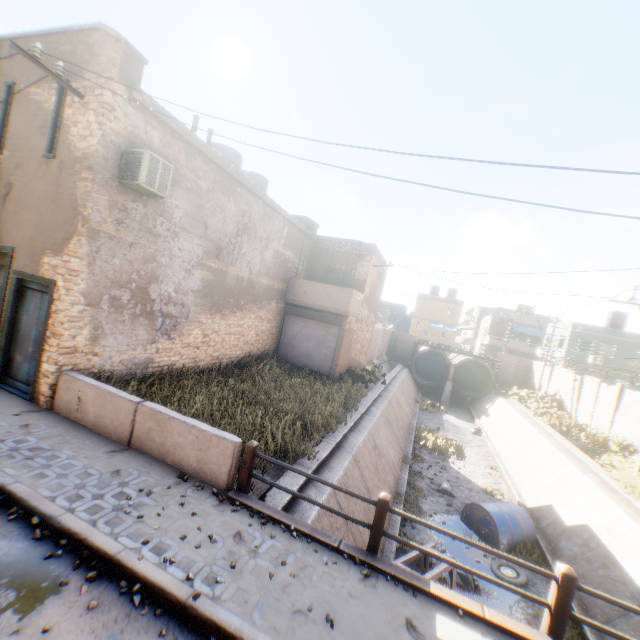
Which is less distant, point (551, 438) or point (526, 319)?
point (551, 438)

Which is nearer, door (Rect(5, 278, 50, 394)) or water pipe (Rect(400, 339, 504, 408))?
door (Rect(5, 278, 50, 394))

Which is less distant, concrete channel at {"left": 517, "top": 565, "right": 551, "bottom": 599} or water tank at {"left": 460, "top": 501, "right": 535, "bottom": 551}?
concrete channel at {"left": 517, "top": 565, "right": 551, "bottom": 599}

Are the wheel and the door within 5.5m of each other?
no

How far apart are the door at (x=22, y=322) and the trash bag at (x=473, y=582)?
11.7 meters

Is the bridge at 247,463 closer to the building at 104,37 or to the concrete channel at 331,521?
the concrete channel at 331,521

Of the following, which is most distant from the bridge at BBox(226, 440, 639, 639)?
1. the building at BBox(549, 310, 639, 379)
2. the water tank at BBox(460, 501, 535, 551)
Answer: the building at BBox(549, 310, 639, 379)

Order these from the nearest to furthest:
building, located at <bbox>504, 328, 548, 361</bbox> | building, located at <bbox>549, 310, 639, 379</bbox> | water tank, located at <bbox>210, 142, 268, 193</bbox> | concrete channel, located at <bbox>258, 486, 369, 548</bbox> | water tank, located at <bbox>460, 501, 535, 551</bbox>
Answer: concrete channel, located at <bbox>258, 486, 369, 548</bbox>
water tank, located at <bbox>460, 501, 535, 551</bbox>
water tank, located at <bbox>210, 142, 268, 193</bbox>
building, located at <bbox>549, 310, 639, 379</bbox>
building, located at <bbox>504, 328, 548, 361</bbox>
